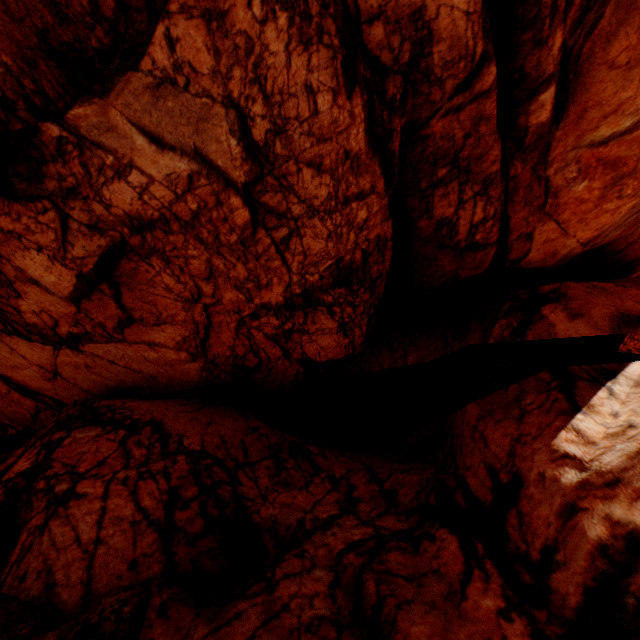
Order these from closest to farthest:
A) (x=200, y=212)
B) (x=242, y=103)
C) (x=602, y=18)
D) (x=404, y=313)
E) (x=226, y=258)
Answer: (x=602, y=18) → (x=242, y=103) → (x=200, y=212) → (x=226, y=258) → (x=404, y=313)
